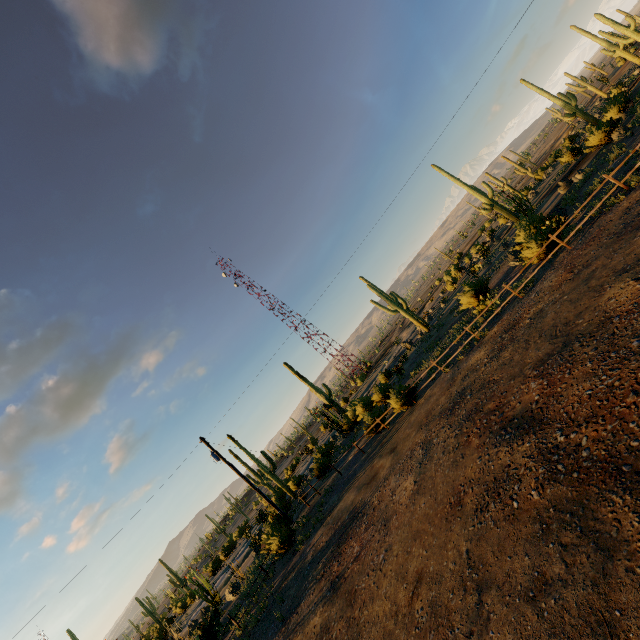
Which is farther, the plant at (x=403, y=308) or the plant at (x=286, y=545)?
the plant at (x=403, y=308)

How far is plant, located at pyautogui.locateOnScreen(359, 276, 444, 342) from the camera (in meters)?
33.62

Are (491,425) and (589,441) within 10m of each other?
yes

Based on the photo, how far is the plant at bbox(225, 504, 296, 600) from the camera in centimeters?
1840cm

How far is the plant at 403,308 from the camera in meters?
33.6 m

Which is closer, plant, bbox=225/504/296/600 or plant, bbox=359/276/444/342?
plant, bbox=225/504/296/600
